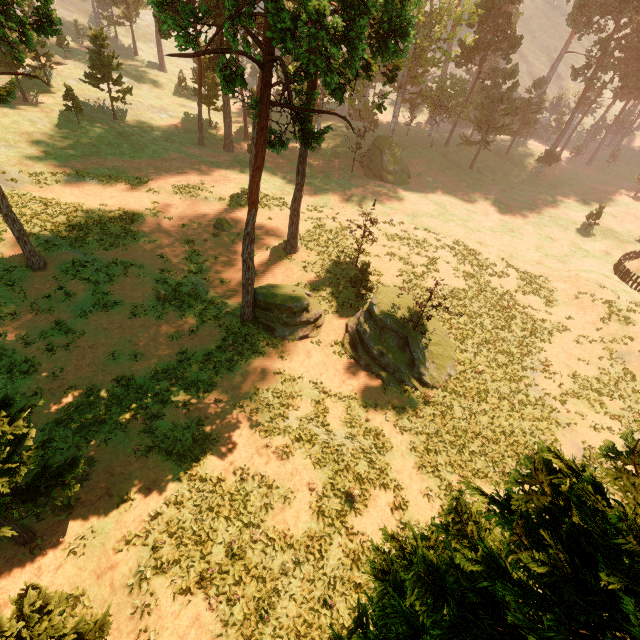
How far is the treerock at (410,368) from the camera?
20.1m

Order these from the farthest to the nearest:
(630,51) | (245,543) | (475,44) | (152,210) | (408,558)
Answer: (630,51), (475,44), (152,210), (245,543), (408,558)

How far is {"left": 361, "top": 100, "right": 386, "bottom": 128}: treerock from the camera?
17.0 meters

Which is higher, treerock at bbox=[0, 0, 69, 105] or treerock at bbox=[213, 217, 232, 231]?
treerock at bbox=[0, 0, 69, 105]

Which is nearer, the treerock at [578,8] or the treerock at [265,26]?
the treerock at [265,26]

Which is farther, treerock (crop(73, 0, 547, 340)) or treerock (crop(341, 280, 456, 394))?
treerock (crop(341, 280, 456, 394))

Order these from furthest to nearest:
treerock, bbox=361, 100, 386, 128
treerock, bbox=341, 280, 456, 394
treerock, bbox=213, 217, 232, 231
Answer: treerock, bbox=213, 217, 232, 231, treerock, bbox=341, 280, 456, 394, treerock, bbox=361, 100, 386, 128
